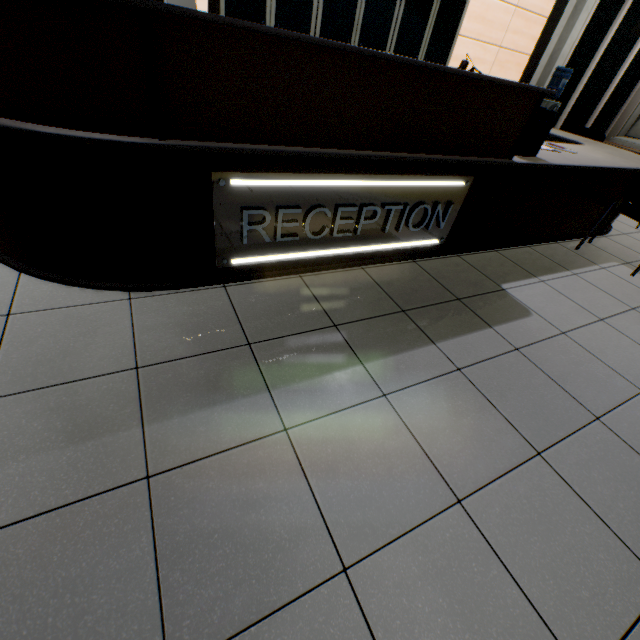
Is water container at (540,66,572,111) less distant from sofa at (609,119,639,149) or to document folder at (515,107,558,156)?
sofa at (609,119,639,149)

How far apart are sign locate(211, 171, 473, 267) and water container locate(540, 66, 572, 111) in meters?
6.0

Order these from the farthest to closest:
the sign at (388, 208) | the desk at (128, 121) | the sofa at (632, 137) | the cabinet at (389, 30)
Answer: the sofa at (632, 137) → the cabinet at (389, 30) → the sign at (388, 208) → the desk at (128, 121)

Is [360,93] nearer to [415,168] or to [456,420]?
[415,168]

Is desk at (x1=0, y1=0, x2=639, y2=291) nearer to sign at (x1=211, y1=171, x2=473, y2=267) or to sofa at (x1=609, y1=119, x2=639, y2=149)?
sign at (x1=211, y1=171, x2=473, y2=267)

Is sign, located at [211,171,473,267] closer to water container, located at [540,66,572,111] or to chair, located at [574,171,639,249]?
chair, located at [574,171,639,249]

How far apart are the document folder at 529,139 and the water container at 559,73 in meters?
5.2

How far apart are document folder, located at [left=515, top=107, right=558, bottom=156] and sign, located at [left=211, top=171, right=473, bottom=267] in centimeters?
57cm
